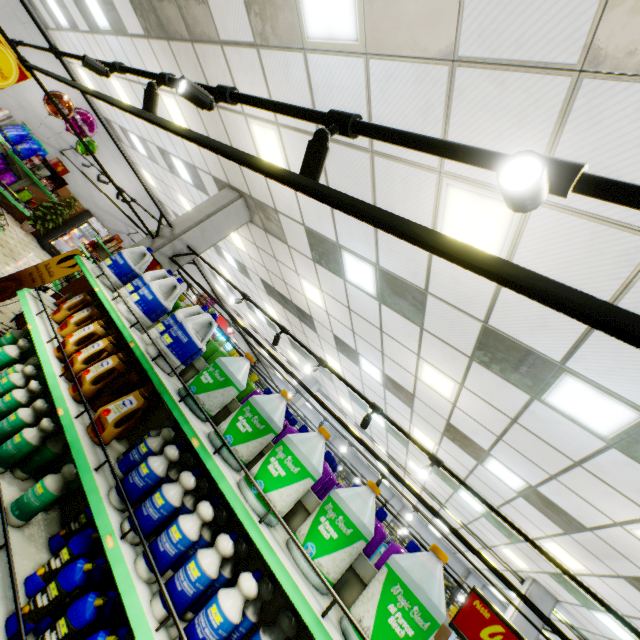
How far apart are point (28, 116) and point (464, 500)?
19.5 meters

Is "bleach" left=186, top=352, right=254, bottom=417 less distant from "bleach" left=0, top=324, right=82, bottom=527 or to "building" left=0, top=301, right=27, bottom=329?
"bleach" left=0, top=324, right=82, bottom=527

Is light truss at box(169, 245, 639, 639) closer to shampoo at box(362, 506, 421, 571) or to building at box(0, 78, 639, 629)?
building at box(0, 78, 639, 629)

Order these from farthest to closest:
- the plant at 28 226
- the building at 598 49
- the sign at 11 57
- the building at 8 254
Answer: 1. the plant at 28 226
2. the building at 8 254
3. the sign at 11 57
4. the building at 598 49

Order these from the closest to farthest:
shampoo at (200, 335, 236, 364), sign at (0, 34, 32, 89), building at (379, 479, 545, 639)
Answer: shampoo at (200, 335, 236, 364)
sign at (0, 34, 32, 89)
building at (379, 479, 545, 639)

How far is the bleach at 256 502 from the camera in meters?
1.7

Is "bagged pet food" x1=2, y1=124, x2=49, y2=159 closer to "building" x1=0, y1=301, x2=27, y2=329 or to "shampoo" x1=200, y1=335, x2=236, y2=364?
"building" x1=0, y1=301, x2=27, y2=329

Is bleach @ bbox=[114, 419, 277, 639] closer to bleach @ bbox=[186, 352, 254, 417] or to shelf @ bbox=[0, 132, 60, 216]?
bleach @ bbox=[186, 352, 254, 417]
